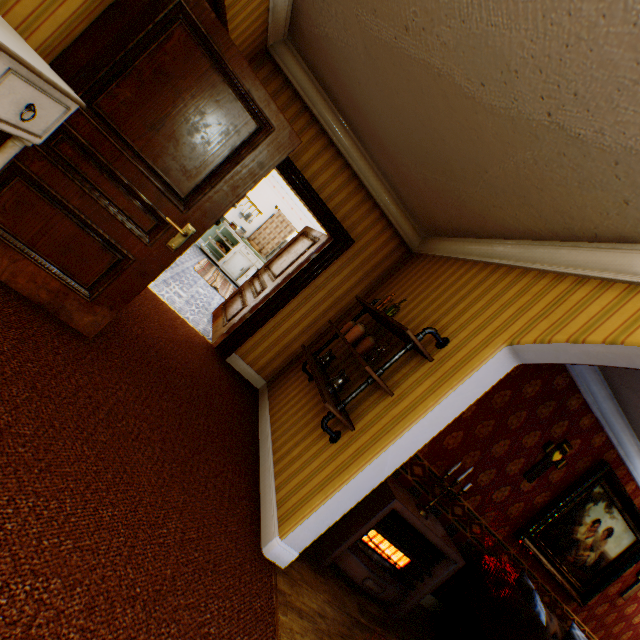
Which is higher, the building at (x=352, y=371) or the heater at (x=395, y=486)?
the building at (x=352, y=371)

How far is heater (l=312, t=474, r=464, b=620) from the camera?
2.78m

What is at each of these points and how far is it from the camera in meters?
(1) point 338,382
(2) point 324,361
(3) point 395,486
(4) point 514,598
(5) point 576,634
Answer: (1) pitcher, 2.9
(2) pitcher, 3.4
(3) heater, 3.0
(4) counch, 3.1
(5) pillow, 4.1

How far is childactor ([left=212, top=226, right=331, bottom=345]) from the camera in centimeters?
452cm

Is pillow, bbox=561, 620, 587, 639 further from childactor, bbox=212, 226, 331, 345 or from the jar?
childactor, bbox=212, 226, 331, 345

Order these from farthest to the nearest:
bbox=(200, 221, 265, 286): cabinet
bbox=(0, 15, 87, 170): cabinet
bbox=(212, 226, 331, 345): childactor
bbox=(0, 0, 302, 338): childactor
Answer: bbox=(200, 221, 265, 286): cabinet
bbox=(212, 226, 331, 345): childactor
bbox=(0, 0, 302, 338): childactor
bbox=(0, 15, 87, 170): cabinet

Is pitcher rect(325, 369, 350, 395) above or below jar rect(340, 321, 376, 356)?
below

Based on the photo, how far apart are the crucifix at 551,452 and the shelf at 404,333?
2.09m
